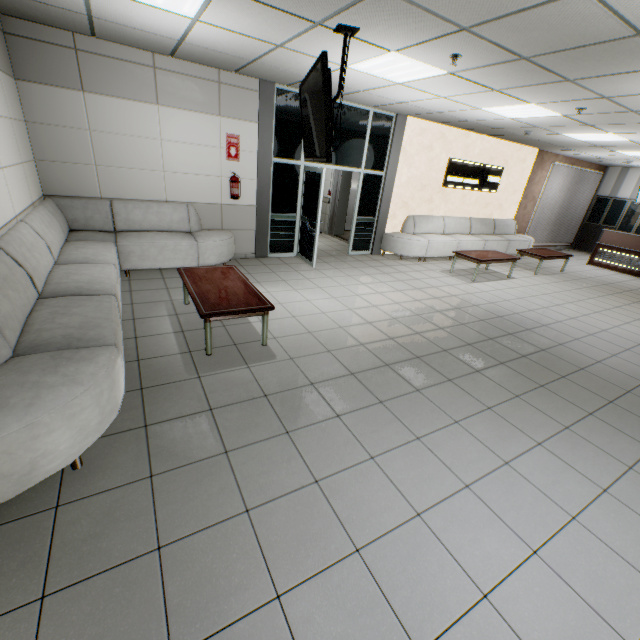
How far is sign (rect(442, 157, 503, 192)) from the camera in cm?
883

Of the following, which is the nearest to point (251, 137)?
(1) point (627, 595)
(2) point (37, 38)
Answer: (2) point (37, 38)

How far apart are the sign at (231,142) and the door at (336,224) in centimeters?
377cm

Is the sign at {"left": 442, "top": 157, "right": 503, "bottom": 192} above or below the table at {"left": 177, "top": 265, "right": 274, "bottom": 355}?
above

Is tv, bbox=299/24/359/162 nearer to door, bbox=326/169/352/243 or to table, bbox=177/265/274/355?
table, bbox=177/265/274/355

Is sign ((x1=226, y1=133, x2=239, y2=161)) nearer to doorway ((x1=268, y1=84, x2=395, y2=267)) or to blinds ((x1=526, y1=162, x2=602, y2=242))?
doorway ((x1=268, y1=84, x2=395, y2=267))

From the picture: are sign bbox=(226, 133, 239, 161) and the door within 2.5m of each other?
no

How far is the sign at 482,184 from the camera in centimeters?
883cm
